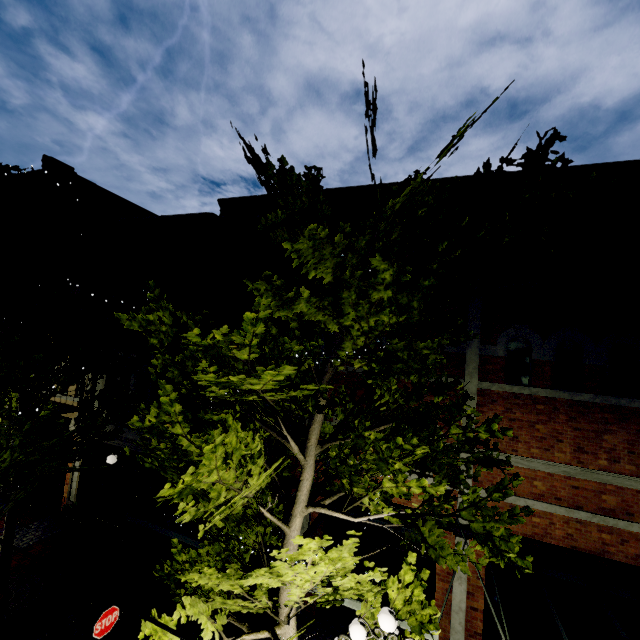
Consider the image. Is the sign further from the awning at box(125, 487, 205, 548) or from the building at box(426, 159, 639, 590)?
the building at box(426, 159, 639, 590)

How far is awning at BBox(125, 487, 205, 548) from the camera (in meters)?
6.87

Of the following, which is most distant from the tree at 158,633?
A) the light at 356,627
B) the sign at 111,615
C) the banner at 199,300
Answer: the sign at 111,615

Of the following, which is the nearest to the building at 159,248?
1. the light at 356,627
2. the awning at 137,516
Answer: the awning at 137,516

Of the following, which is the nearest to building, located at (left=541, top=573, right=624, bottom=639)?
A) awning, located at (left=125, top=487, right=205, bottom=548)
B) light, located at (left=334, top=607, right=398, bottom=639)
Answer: awning, located at (left=125, top=487, right=205, bottom=548)

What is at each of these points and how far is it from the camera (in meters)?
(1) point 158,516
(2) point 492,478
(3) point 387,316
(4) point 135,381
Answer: (1) building, 10.70
(2) building, 7.57
(3) tree, 4.05
(4) building, 11.69

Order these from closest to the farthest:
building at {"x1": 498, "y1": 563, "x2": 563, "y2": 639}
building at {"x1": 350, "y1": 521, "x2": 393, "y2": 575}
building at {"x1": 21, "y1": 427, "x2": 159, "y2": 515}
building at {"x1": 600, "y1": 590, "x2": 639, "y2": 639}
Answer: building at {"x1": 600, "y1": 590, "x2": 639, "y2": 639} < building at {"x1": 498, "y1": 563, "x2": 563, "y2": 639} < building at {"x1": 350, "y1": 521, "x2": 393, "y2": 575} < building at {"x1": 21, "y1": 427, "x2": 159, "y2": 515}

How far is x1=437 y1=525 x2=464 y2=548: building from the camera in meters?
7.5
